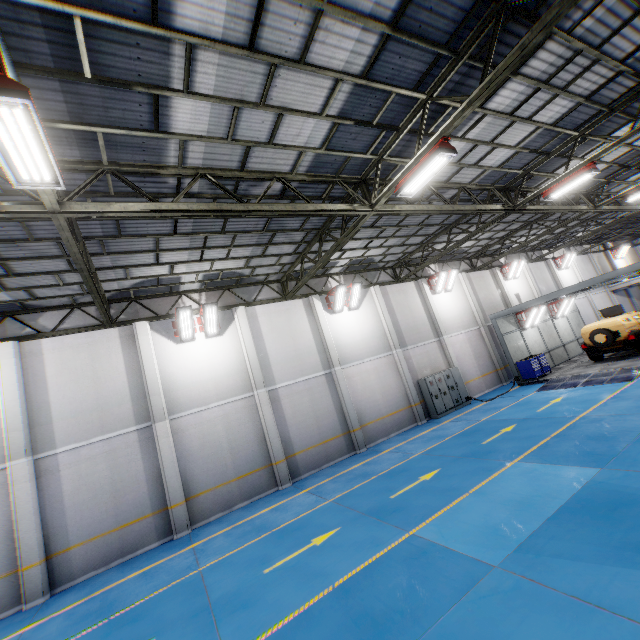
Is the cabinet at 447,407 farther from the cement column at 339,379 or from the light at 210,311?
the light at 210,311

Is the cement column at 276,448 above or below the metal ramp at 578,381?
above

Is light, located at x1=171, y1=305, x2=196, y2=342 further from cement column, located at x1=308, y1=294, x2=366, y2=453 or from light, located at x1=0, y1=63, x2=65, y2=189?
light, located at x1=0, y1=63, x2=65, y2=189

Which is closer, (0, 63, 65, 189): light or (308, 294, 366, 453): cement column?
(0, 63, 65, 189): light

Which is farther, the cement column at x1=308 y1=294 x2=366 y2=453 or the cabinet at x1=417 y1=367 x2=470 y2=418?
the cabinet at x1=417 y1=367 x2=470 y2=418

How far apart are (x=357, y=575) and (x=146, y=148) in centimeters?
940cm

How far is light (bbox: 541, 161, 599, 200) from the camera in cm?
1095

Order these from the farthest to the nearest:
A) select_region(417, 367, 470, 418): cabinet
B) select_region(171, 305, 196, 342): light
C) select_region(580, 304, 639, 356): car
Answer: select_region(417, 367, 470, 418): cabinet
select_region(580, 304, 639, 356): car
select_region(171, 305, 196, 342): light
